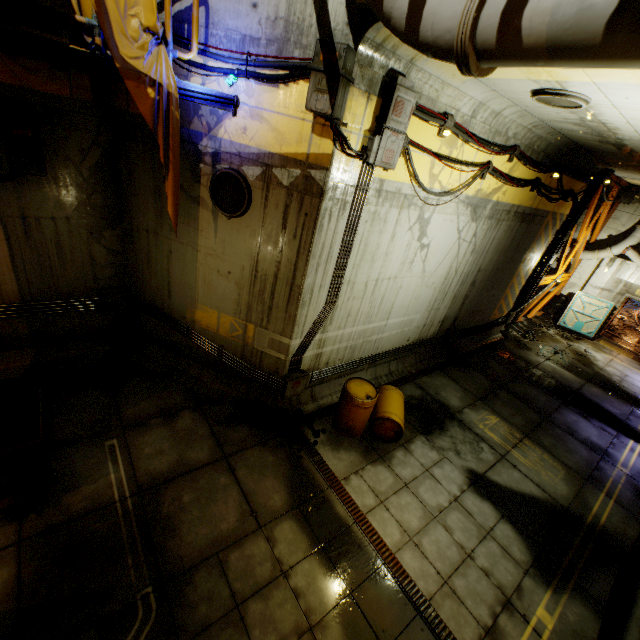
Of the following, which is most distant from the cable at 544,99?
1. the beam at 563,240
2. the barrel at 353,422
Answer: the beam at 563,240

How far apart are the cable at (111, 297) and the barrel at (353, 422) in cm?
535

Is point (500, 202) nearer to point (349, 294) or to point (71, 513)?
point (349, 294)

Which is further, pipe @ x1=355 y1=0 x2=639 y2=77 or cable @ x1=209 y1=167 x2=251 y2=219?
cable @ x1=209 y1=167 x2=251 y2=219

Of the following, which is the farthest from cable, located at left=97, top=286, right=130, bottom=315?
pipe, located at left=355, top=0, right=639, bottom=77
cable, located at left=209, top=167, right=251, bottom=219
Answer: pipe, located at left=355, top=0, right=639, bottom=77

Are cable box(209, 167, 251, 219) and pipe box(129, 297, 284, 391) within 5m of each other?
yes

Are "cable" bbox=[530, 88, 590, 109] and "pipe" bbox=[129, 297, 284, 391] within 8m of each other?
yes

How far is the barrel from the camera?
7.0m
